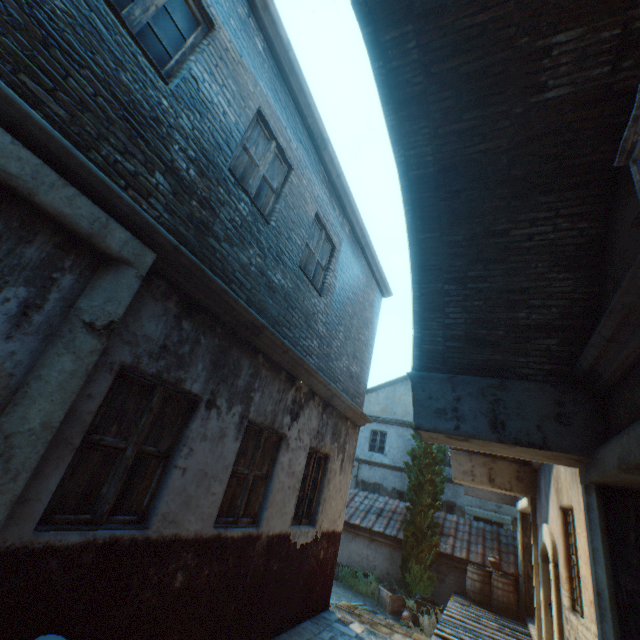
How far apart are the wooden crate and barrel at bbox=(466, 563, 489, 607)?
1.87m

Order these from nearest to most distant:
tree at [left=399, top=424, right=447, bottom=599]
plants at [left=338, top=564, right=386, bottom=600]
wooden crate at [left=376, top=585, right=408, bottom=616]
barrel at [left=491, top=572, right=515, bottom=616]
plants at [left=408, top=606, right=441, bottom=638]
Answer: plants at [left=408, top=606, right=441, bottom=638]
barrel at [left=491, top=572, right=515, bottom=616]
wooden crate at [left=376, top=585, right=408, bottom=616]
tree at [left=399, top=424, right=447, bottom=599]
plants at [left=338, top=564, right=386, bottom=600]

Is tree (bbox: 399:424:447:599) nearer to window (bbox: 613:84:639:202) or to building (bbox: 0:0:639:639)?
building (bbox: 0:0:639:639)

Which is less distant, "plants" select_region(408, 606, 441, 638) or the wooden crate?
"plants" select_region(408, 606, 441, 638)

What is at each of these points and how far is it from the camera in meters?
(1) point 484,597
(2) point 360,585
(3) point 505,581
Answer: (1) barrel, 10.2
(2) plants, 11.9
(3) barrel, 10.1

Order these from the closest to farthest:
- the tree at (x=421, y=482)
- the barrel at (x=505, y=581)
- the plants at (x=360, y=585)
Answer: the barrel at (x=505, y=581) < the tree at (x=421, y=482) < the plants at (x=360, y=585)

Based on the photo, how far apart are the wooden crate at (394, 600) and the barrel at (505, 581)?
1.9m

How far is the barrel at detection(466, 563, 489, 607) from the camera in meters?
10.2
